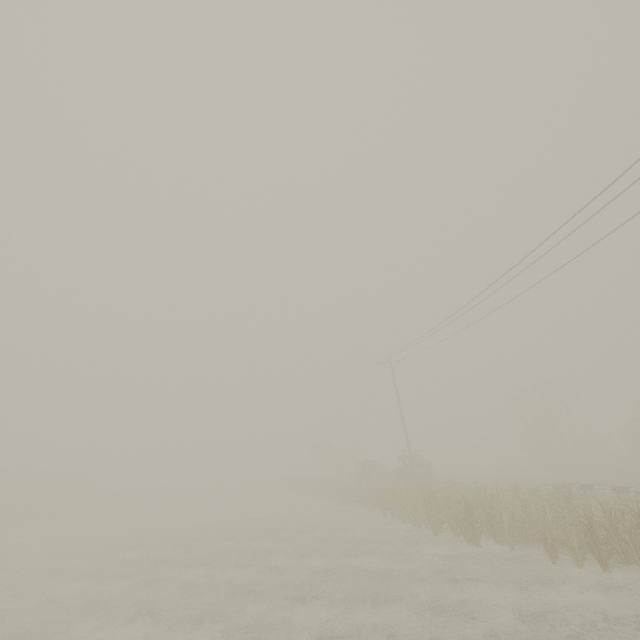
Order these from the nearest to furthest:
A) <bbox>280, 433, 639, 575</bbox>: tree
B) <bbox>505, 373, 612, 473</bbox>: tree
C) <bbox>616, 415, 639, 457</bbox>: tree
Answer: <bbox>280, 433, 639, 575</bbox>: tree < <bbox>505, 373, 612, 473</bbox>: tree < <bbox>616, 415, 639, 457</bbox>: tree

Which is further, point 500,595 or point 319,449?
point 319,449

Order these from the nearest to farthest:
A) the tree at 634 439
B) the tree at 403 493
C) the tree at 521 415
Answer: the tree at 403 493, the tree at 521 415, the tree at 634 439

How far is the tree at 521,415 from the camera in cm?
3812

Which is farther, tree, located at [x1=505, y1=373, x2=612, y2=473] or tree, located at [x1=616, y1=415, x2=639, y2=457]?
tree, located at [x1=616, y1=415, x2=639, y2=457]

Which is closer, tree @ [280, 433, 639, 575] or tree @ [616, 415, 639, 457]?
tree @ [280, 433, 639, 575]

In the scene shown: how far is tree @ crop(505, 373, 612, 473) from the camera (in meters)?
38.12
